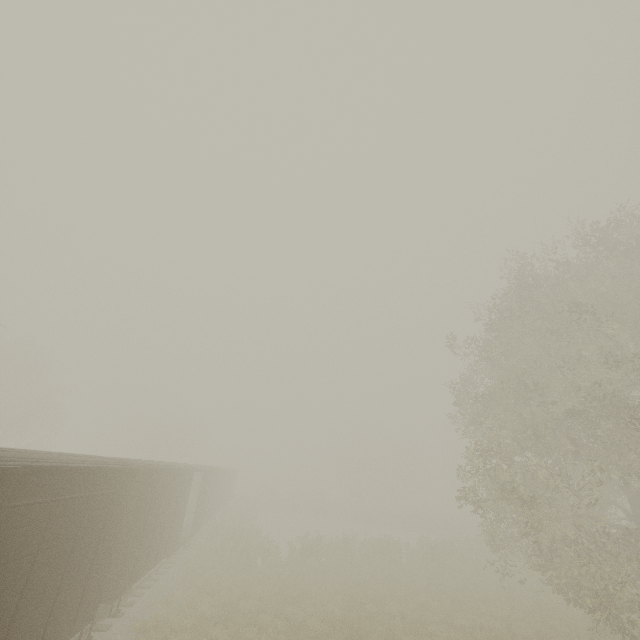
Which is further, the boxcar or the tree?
the tree

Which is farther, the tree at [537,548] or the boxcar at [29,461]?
the tree at [537,548]

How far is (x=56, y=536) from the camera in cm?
650
